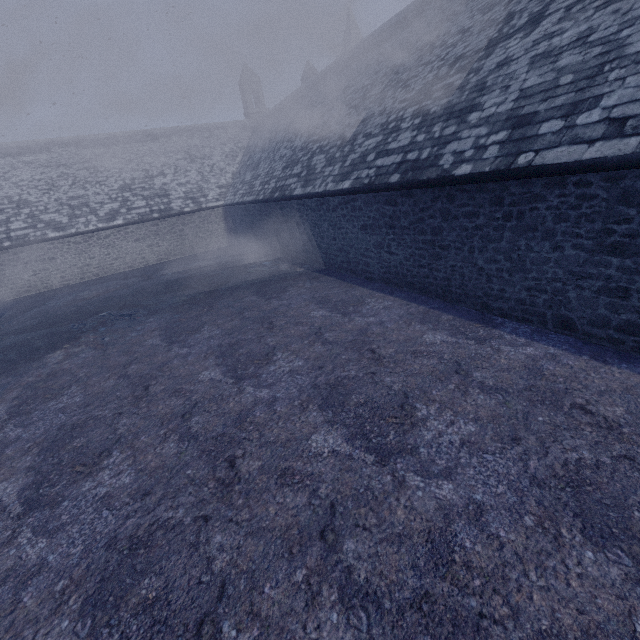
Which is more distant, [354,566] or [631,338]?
[631,338]
